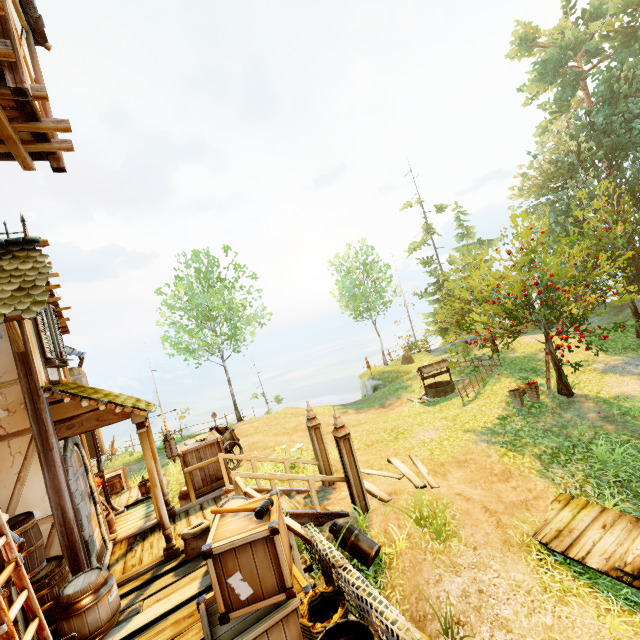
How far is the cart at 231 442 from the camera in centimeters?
1172cm

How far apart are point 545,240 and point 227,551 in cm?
1566

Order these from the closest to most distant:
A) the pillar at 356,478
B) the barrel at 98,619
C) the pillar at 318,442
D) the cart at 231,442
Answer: the barrel at 98,619 < the pillar at 356,478 < the pillar at 318,442 < the cart at 231,442

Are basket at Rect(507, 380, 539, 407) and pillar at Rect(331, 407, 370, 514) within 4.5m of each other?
no

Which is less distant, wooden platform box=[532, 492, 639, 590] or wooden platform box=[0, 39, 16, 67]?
wooden platform box=[0, 39, 16, 67]

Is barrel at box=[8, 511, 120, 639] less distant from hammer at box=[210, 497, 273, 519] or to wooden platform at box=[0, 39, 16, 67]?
hammer at box=[210, 497, 273, 519]

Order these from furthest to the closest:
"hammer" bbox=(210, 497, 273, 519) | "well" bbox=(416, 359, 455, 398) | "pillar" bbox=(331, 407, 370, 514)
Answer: "well" bbox=(416, 359, 455, 398), "pillar" bbox=(331, 407, 370, 514), "hammer" bbox=(210, 497, 273, 519)

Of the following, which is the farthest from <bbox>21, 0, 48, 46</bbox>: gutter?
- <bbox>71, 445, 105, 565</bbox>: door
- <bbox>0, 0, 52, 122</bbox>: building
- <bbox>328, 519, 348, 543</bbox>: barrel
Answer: <bbox>328, 519, 348, 543</bbox>: barrel
